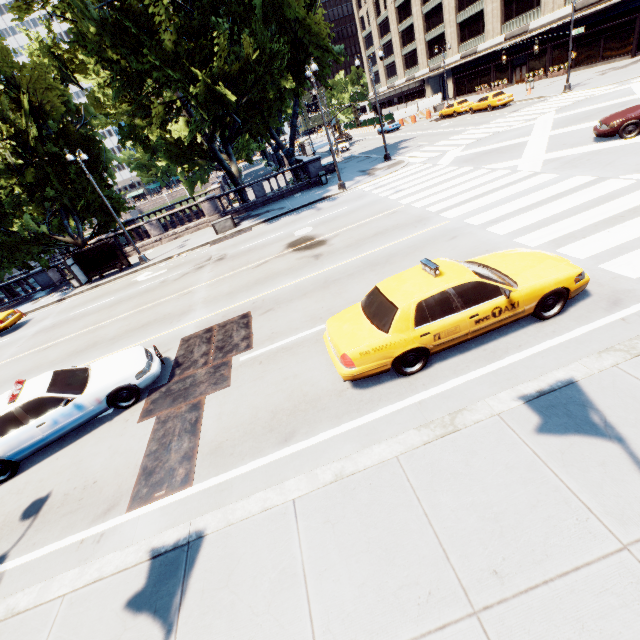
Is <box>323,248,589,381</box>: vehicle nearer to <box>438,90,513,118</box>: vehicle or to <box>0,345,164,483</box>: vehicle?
<box>0,345,164,483</box>: vehicle

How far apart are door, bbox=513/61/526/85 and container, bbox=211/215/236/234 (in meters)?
46.23

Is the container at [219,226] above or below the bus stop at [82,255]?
below

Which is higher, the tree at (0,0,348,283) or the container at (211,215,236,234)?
the tree at (0,0,348,283)

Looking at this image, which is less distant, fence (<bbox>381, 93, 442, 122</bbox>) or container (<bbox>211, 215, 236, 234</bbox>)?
container (<bbox>211, 215, 236, 234</bbox>)

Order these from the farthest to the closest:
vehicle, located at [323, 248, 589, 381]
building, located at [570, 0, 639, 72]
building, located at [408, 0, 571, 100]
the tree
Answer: building, located at [408, 0, 571, 100] → building, located at [570, 0, 639, 72] → the tree → vehicle, located at [323, 248, 589, 381]

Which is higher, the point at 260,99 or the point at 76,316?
the point at 260,99

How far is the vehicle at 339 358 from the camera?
5.8 meters
